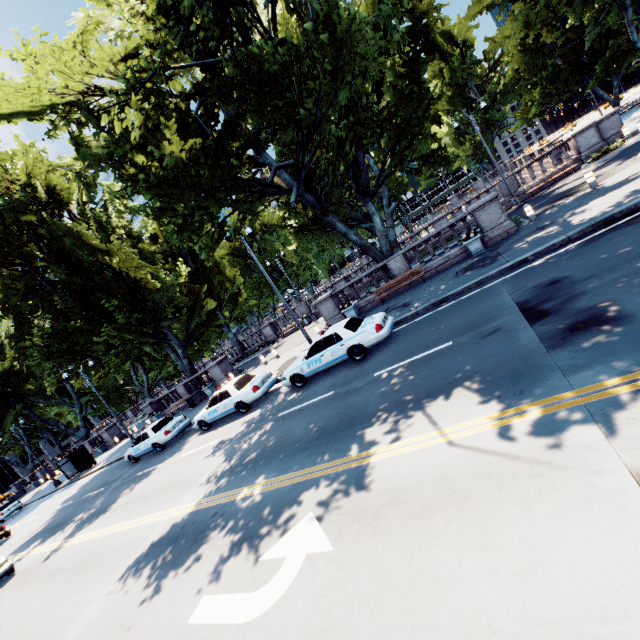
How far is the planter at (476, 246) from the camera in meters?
15.3

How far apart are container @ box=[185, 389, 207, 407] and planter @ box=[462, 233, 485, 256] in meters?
21.9

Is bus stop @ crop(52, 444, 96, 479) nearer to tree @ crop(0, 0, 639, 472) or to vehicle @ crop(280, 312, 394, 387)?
tree @ crop(0, 0, 639, 472)

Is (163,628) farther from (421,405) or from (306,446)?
(421,405)

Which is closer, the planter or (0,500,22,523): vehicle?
the planter

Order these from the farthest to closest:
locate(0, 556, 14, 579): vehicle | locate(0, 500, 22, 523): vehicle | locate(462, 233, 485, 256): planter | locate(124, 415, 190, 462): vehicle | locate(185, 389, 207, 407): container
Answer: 1. locate(0, 500, 22, 523): vehicle
2. locate(185, 389, 207, 407): container
3. locate(124, 415, 190, 462): vehicle
4. locate(462, 233, 485, 256): planter
5. locate(0, 556, 14, 579): vehicle

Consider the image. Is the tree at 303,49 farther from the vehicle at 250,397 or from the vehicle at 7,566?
the vehicle at 7,566

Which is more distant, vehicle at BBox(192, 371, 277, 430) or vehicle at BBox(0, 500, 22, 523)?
vehicle at BBox(0, 500, 22, 523)
